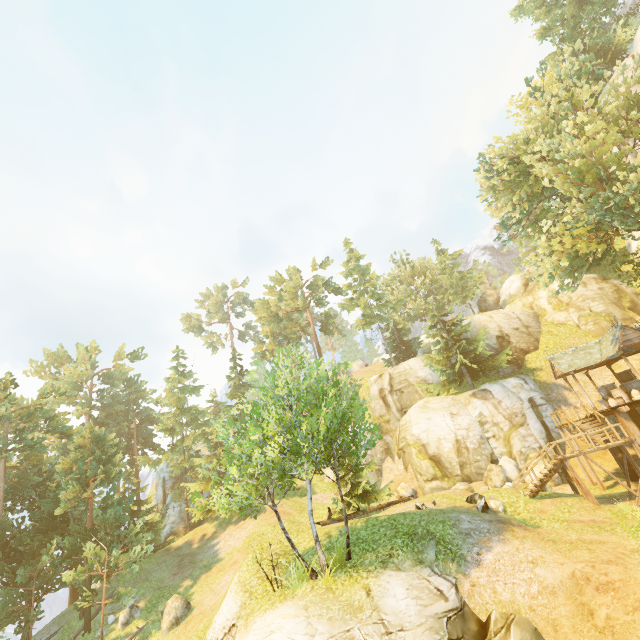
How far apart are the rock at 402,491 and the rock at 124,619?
19.57m

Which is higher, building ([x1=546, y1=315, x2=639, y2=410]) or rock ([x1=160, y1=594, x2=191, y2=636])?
building ([x1=546, y1=315, x2=639, y2=410])

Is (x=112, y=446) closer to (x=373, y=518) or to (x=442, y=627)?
(x=373, y=518)

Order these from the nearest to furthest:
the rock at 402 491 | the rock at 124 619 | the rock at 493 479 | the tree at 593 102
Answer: the tree at 593 102 → the rock at 124 619 → the rock at 493 479 → the rock at 402 491

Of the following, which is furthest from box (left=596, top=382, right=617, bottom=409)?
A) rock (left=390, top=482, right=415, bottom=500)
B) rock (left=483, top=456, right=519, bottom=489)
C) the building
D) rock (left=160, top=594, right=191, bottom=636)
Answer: rock (left=160, top=594, right=191, bottom=636)

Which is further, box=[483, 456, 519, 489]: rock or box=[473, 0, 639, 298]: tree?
box=[483, 456, 519, 489]: rock

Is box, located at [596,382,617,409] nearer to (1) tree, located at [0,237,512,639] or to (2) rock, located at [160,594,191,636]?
(1) tree, located at [0,237,512,639]

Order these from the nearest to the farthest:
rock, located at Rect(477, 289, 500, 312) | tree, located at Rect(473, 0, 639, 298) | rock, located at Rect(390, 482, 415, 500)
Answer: tree, located at Rect(473, 0, 639, 298), rock, located at Rect(390, 482, 415, 500), rock, located at Rect(477, 289, 500, 312)
